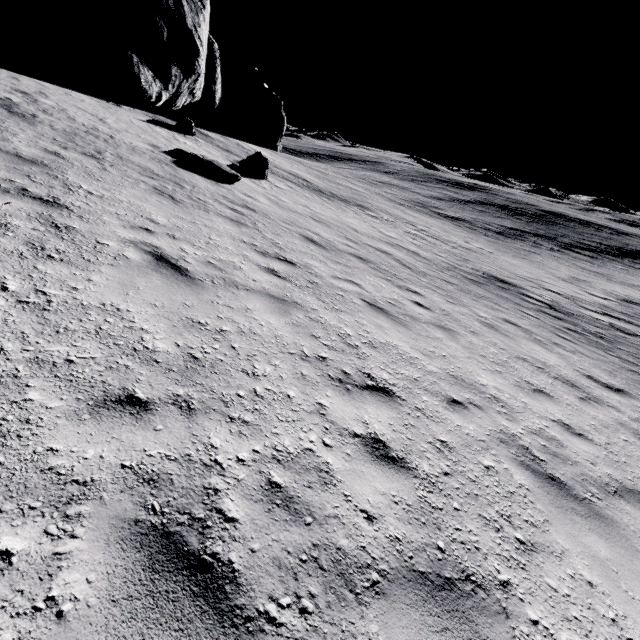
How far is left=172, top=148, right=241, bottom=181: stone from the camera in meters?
12.4 m

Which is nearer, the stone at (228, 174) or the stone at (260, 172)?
the stone at (228, 174)

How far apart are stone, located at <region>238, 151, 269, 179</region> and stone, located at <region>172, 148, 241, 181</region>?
3.6m

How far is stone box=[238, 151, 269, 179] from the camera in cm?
1692

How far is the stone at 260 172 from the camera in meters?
16.9 m

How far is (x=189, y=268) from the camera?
5.0m

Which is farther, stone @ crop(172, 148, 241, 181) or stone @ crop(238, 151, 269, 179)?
stone @ crop(238, 151, 269, 179)
